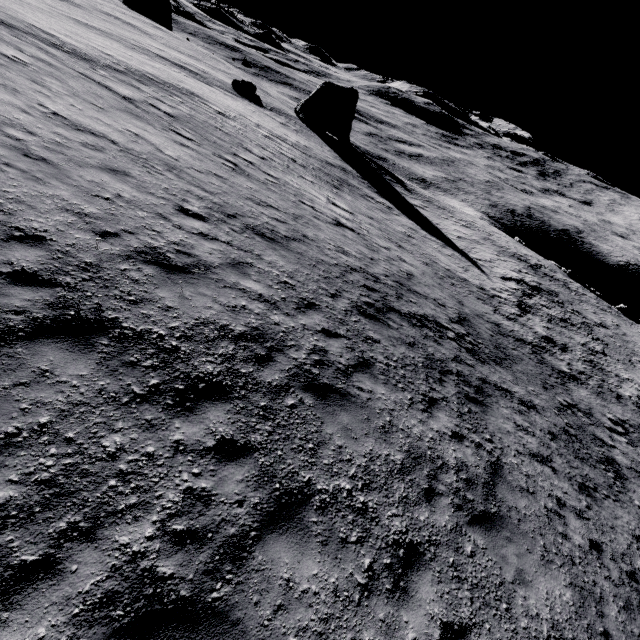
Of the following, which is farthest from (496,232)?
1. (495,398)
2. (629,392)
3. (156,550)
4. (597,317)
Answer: (156,550)

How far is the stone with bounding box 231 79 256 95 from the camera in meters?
37.2 m

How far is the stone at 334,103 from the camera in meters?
40.7

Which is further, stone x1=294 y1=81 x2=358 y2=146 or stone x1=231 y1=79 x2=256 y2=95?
stone x1=294 y1=81 x2=358 y2=146

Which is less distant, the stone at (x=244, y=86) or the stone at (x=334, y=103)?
the stone at (x=244, y=86)

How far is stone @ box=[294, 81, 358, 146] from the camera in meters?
40.7 m
